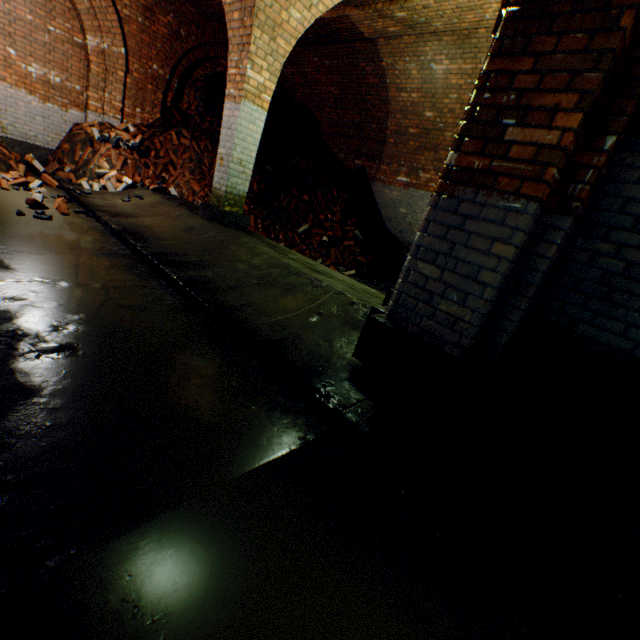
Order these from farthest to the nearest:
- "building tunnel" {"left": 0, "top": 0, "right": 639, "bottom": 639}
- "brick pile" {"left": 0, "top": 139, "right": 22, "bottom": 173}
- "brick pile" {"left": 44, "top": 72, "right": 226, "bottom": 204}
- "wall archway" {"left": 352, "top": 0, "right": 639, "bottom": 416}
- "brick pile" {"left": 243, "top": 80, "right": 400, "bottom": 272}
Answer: "brick pile" {"left": 243, "top": 80, "right": 400, "bottom": 272}
"brick pile" {"left": 44, "top": 72, "right": 226, "bottom": 204}
"brick pile" {"left": 0, "top": 139, "right": 22, "bottom": 173}
"wall archway" {"left": 352, "top": 0, "right": 639, "bottom": 416}
"building tunnel" {"left": 0, "top": 0, "right": 639, "bottom": 639}

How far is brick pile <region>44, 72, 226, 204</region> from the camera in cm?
719

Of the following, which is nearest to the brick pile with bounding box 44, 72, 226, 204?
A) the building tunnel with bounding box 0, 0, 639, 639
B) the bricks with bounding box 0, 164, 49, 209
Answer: the building tunnel with bounding box 0, 0, 639, 639

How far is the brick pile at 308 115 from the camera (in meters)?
7.83

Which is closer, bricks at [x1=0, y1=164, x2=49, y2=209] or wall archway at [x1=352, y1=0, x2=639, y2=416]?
wall archway at [x1=352, y1=0, x2=639, y2=416]

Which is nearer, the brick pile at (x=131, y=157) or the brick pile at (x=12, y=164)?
the brick pile at (x=12, y=164)

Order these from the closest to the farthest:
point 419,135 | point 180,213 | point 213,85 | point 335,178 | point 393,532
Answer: point 393,532, point 180,213, point 419,135, point 335,178, point 213,85
